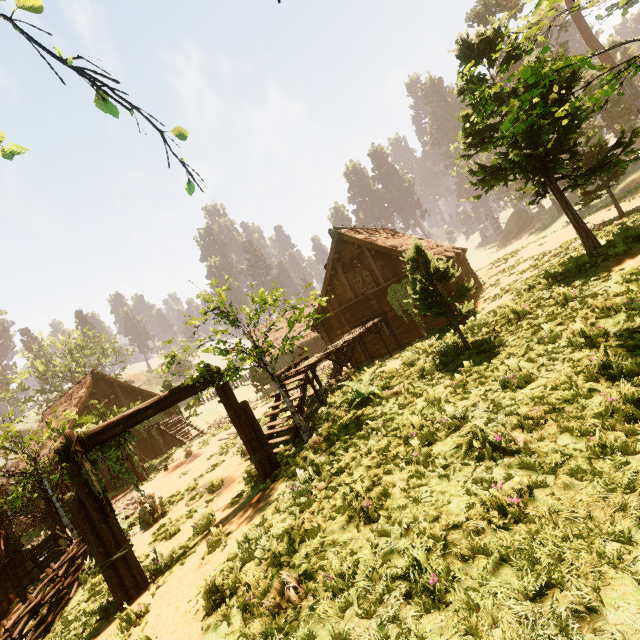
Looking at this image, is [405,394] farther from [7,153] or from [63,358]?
[63,358]

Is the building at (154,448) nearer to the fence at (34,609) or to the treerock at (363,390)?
the treerock at (363,390)

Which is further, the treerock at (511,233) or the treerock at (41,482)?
the treerock at (511,233)

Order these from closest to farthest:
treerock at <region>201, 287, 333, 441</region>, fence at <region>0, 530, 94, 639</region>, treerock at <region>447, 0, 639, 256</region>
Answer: treerock at <region>447, 0, 639, 256</region>
fence at <region>0, 530, 94, 639</region>
treerock at <region>201, 287, 333, 441</region>

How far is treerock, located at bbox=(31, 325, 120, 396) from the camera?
33.4m

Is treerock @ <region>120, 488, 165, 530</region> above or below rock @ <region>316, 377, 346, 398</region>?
below

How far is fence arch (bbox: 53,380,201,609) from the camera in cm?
677

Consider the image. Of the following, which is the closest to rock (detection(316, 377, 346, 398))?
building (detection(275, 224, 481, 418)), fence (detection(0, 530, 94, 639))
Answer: building (detection(275, 224, 481, 418))
